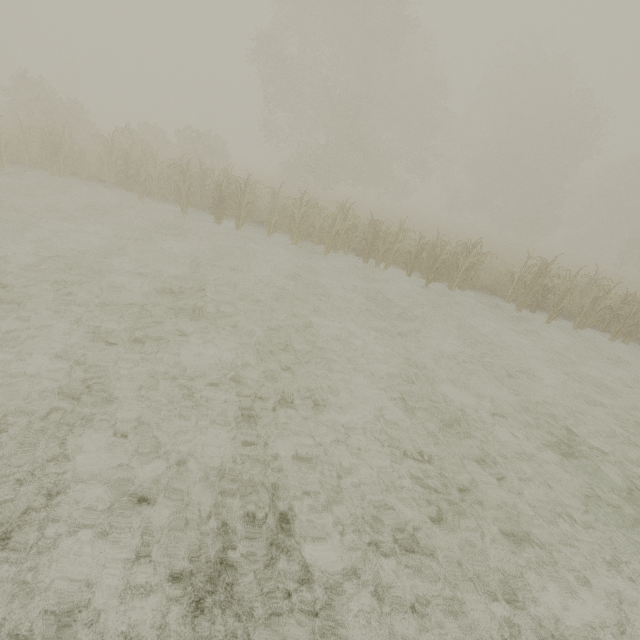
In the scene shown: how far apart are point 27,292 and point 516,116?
42.67m
